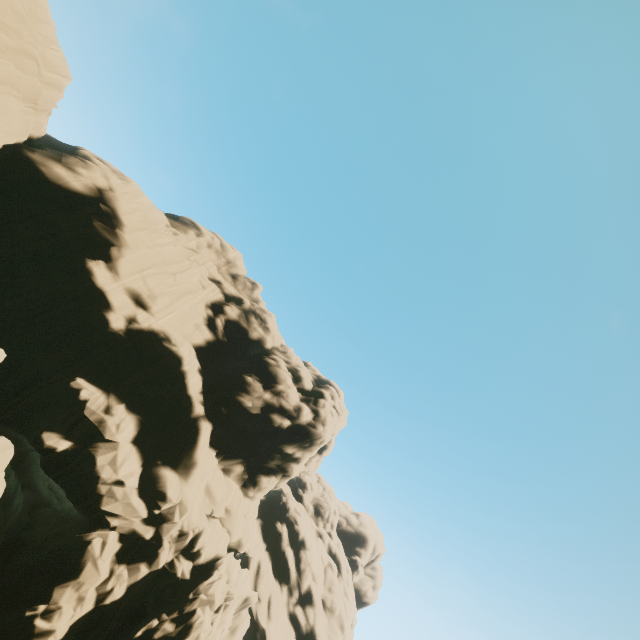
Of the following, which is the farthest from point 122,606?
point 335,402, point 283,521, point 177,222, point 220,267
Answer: point 177,222
